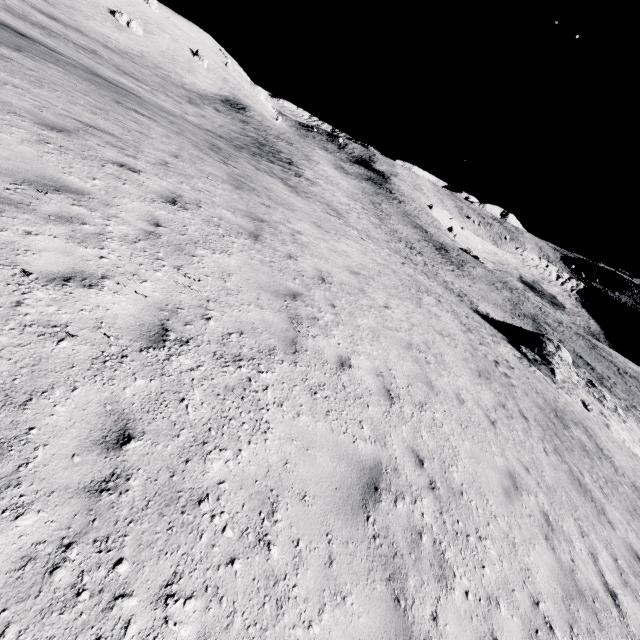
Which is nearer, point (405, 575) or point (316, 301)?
Result: point (405, 575)
